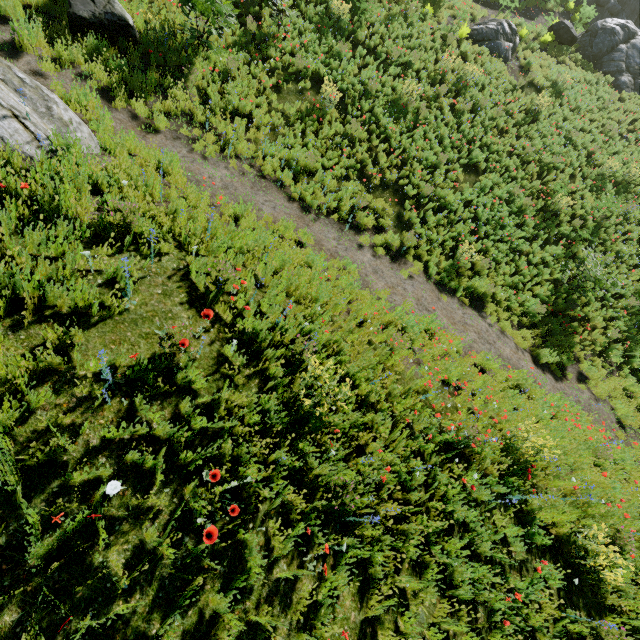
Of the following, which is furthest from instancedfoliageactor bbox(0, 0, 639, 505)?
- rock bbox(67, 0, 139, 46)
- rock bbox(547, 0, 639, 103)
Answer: rock bbox(547, 0, 639, 103)

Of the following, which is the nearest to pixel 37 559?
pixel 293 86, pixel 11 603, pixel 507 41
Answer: pixel 11 603

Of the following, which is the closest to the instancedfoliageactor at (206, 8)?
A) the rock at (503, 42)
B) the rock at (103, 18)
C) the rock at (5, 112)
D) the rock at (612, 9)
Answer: the rock at (103, 18)

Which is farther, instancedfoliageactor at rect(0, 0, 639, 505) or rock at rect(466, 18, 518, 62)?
rock at rect(466, 18, 518, 62)

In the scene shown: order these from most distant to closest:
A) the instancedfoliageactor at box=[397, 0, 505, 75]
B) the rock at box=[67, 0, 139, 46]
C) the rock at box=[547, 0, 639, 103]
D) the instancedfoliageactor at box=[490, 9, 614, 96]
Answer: the rock at box=[547, 0, 639, 103] < the instancedfoliageactor at box=[490, 9, 614, 96] < the instancedfoliageactor at box=[397, 0, 505, 75] < the rock at box=[67, 0, 139, 46]

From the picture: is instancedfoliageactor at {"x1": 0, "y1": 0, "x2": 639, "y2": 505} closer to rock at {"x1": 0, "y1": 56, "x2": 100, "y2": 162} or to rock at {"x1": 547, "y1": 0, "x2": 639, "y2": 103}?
rock at {"x1": 0, "y1": 56, "x2": 100, "y2": 162}

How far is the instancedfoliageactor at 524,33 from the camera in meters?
16.5 m

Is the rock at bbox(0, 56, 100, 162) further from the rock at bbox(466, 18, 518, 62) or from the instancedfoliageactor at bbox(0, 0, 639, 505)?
the rock at bbox(466, 18, 518, 62)
